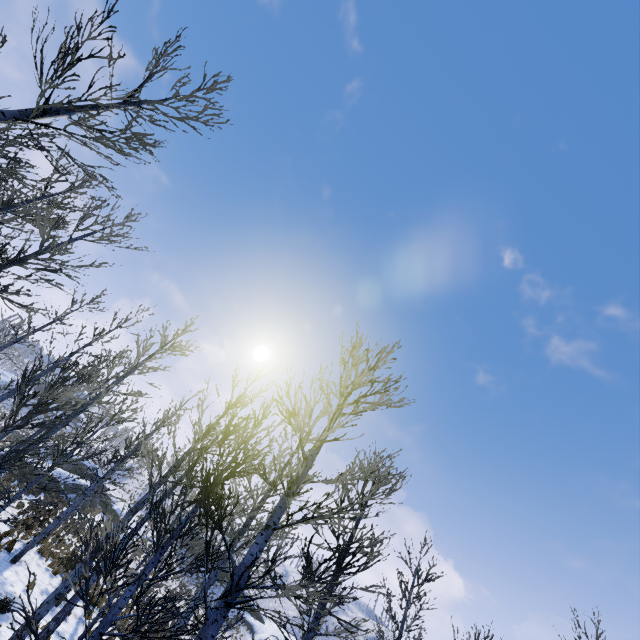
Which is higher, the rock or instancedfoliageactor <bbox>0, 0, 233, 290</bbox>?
instancedfoliageactor <bbox>0, 0, 233, 290</bbox>

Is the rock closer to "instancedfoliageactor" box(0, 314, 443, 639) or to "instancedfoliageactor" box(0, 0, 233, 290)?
"instancedfoliageactor" box(0, 0, 233, 290)

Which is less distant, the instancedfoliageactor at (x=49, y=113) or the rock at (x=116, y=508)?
the instancedfoliageactor at (x=49, y=113)

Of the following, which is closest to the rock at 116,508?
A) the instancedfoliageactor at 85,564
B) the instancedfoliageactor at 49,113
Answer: the instancedfoliageactor at 49,113

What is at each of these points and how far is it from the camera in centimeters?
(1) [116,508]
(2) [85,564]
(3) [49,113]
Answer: (1) rock, 3931cm
(2) instancedfoliageactor, 447cm
(3) instancedfoliageactor, 506cm

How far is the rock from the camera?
35.8m

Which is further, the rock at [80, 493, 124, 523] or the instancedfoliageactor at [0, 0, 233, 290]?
the rock at [80, 493, 124, 523]

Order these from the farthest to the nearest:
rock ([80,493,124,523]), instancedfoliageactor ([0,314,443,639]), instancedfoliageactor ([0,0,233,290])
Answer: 1. rock ([80,493,124,523])
2. instancedfoliageactor ([0,0,233,290])
3. instancedfoliageactor ([0,314,443,639])
